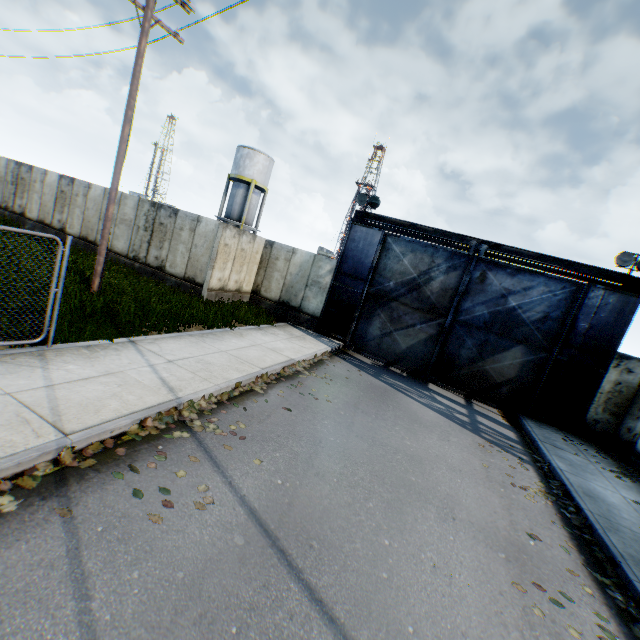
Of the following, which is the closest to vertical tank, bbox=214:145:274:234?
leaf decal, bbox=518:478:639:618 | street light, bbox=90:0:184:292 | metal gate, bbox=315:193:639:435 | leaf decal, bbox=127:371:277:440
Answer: Answer: metal gate, bbox=315:193:639:435

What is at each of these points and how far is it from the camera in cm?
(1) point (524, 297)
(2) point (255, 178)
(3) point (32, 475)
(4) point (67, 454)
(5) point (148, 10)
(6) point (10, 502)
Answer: (1) metal gate, 1249
(2) vertical tank, 3362
(3) leaf decal, 368
(4) leaf decal, 407
(5) street light, 882
(6) leaf decal, 332

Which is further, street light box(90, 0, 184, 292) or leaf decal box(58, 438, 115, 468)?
street light box(90, 0, 184, 292)

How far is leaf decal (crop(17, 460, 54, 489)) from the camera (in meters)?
3.56

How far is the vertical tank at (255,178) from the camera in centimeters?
3319cm

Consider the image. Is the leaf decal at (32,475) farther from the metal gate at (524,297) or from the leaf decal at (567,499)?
the metal gate at (524,297)

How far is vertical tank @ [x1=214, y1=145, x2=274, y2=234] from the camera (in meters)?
33.19

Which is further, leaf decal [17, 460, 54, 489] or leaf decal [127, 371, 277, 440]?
leaf decal [127, 371, 277, 440]
